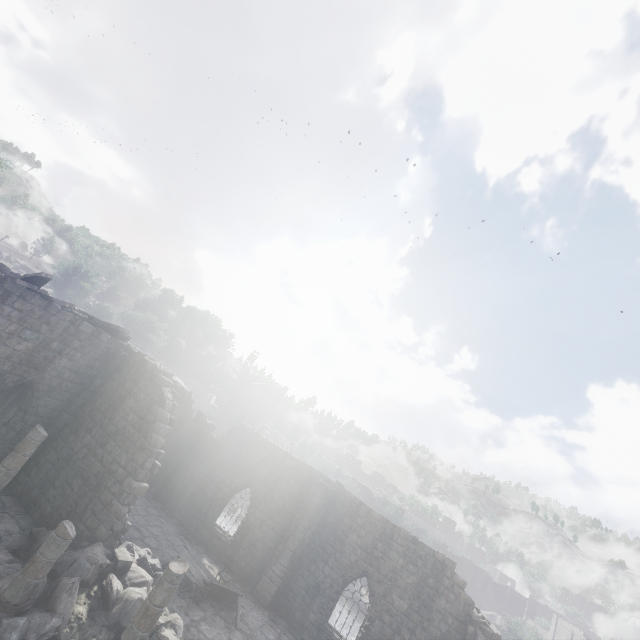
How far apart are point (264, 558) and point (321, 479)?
5.2 meters

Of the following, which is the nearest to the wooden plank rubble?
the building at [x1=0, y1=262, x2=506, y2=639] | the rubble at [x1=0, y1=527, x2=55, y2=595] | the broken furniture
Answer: the building at [x1=0, y1=262, x2=506, y2=639]

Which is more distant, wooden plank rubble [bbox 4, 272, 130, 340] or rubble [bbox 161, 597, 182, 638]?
wooden plank rubble [bbox 4, 272, 130, 340]

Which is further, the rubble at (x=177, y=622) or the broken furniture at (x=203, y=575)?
the broken furniture at (x=203, y=575)

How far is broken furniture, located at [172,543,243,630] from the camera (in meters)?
13.66

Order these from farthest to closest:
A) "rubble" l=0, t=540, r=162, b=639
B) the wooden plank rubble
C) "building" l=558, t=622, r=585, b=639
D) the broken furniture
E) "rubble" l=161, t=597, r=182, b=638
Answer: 1. "building" l=558, t=622, r=585, b=639
2. the broken furniture
3. the wooden plank rubble
4. "rubble" l=161, t=597, r=182, b=638
5. "rubble" l=0, t=540, r=162, b=639

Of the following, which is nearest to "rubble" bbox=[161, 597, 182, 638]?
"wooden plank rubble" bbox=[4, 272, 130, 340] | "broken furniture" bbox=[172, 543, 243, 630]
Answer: "broken furniture" bbox=[172, 543, 243, 630]

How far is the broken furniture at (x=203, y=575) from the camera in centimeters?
1366cm
